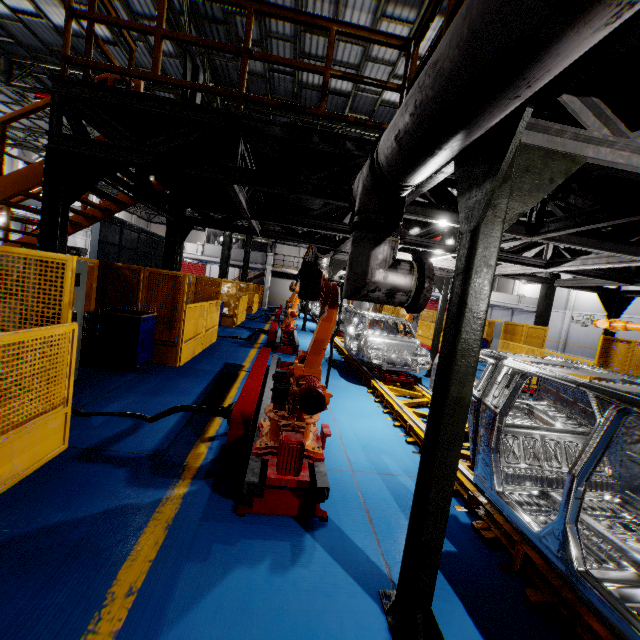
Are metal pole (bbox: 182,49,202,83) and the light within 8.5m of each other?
yes

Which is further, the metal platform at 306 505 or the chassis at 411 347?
the chassis at 411 347

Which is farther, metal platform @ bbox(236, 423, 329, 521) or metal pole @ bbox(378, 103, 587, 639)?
metal platform @ bbox(236, 423, 329, 521)

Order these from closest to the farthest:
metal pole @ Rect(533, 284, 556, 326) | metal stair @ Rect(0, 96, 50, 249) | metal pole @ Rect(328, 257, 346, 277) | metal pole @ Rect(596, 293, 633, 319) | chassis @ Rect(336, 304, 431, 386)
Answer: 1. metal stair @ Rect(0, 96, 50, 249)
2. chassis @ Rect(336, 304, 431, 386)
3. metal pole @ Rect(596, 293, 633, 319)
4. metal pole @ Rect(328, 257, 346, 277)
5. metal pole @ Rect(533, 284, 556, 326)

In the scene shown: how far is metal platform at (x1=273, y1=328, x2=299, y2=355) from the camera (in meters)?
11.02

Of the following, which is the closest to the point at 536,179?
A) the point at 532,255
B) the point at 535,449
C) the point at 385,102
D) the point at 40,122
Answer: the point at 535,449

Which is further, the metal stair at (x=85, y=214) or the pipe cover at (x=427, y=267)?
the metal stair at (x=85, y=214)

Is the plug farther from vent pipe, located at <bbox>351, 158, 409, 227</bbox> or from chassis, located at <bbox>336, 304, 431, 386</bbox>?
chassis, located at <bbox>336, 304, 431, 386</bbox>
